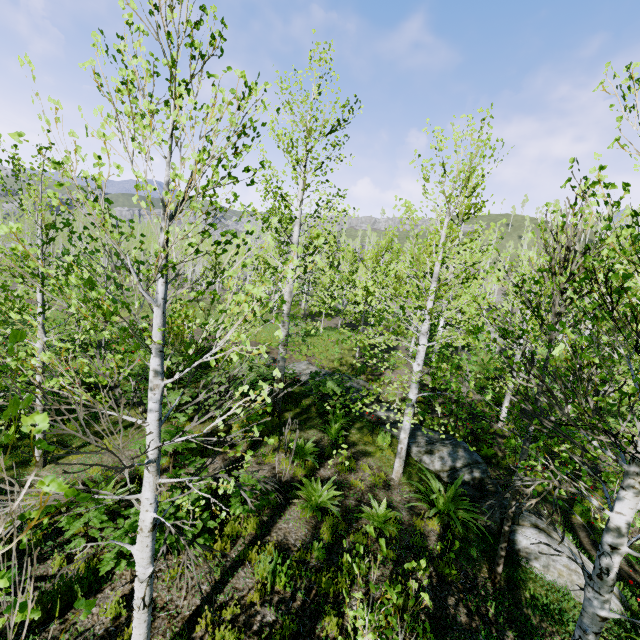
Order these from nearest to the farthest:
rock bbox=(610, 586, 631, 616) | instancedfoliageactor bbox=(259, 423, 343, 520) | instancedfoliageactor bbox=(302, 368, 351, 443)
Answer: rock bbox=(610, 586, 631, 616)
instancedfoliageactor bbox=(259, 423, 343, 520)
instancedfoliageactor bbox=(302, 368, 351, 443)

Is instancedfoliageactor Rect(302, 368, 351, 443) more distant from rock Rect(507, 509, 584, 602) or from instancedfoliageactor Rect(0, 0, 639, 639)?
instancedfoliageactor Rect(0, 0, 639, 639)

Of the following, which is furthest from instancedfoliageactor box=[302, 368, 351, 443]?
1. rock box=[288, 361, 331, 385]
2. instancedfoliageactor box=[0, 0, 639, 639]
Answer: instancedfoliageactor box=[0, 0, 639, 639]

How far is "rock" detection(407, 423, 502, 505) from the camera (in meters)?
8.33

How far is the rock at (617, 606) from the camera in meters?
5.7

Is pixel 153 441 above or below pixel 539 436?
above

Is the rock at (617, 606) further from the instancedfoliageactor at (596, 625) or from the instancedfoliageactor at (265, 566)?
the instancedfoliageactor at (596, 625)
